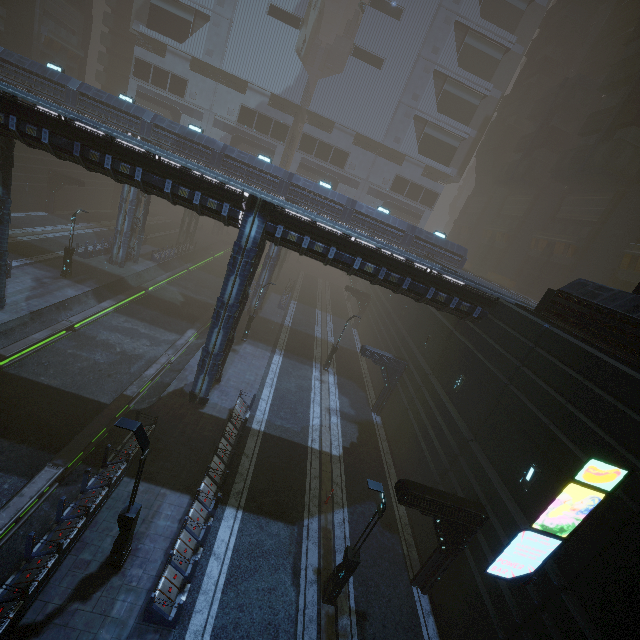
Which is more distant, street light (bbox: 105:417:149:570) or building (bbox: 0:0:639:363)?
building (bbox: 0:0:639:363)

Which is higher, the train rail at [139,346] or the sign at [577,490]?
the sign at [577,490]

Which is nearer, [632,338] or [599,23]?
[632,338]

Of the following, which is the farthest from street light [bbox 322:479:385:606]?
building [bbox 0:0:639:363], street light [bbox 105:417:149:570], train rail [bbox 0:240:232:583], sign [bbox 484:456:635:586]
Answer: train rail [bbox 0:240:232:583]

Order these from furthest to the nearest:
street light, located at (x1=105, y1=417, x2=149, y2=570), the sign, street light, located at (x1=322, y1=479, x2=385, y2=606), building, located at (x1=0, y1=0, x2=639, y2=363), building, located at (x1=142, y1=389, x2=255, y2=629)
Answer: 1. building, located at (x1=0, y1=0, x2=639, y2=363)
2. street light, located at (x1=322, y1=479, x2=385, y2=606)
3. building, located at (x1=142, y1=389, x2=255, y2=629)
4. street light, located at (x1=105, y1=417, x2=149, y2=570)
5. the sign

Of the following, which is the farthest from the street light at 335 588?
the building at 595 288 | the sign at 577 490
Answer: the sign at 577 490

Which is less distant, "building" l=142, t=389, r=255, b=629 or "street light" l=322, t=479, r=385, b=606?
"building" l=142, t=389, r=255, b=629

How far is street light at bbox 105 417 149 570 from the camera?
8.8 meters
